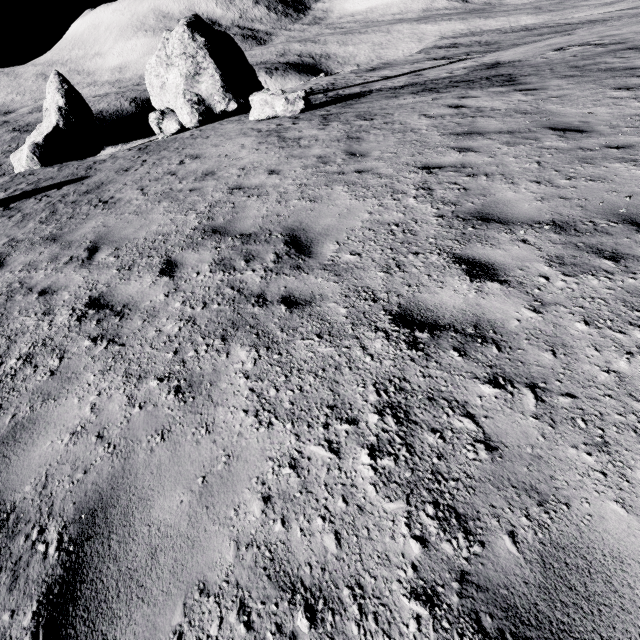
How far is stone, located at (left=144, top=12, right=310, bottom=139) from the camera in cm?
1521

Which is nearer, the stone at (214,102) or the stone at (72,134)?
the stone at (214,102)

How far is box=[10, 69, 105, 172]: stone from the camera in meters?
22.8 m

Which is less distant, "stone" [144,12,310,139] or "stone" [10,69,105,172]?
"stone" [144,12,310,139]

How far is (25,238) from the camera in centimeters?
724cm

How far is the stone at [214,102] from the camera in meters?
15.2 m
